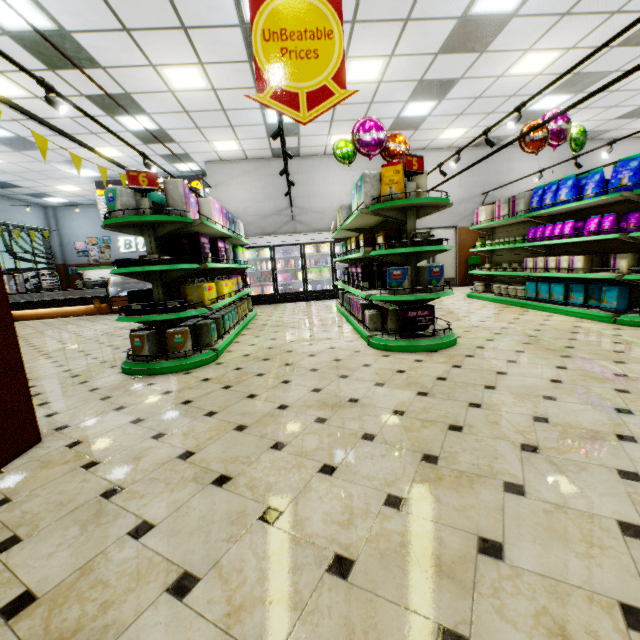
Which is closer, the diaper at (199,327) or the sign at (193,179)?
the diaper at (199,327)

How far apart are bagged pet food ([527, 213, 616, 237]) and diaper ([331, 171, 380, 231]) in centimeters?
344cm

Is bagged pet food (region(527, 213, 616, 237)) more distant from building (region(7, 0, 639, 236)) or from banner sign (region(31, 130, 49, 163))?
banner sign (region(31, 130, 49, 163))

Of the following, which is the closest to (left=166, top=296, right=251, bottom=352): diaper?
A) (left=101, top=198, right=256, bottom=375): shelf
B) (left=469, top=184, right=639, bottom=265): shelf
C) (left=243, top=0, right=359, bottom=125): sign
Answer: (left=101, top=198, right=256, bottom=375): shelf

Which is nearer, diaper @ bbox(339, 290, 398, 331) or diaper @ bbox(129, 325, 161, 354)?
diaper @ bbox(129, 325, 161, 354)

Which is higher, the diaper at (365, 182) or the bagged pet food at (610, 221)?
the diaper at (365, 182)

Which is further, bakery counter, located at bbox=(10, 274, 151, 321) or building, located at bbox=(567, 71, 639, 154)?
bakery counter, located at bbox=(10, 274, 151, 321)

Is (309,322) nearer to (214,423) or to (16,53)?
(214,423)
